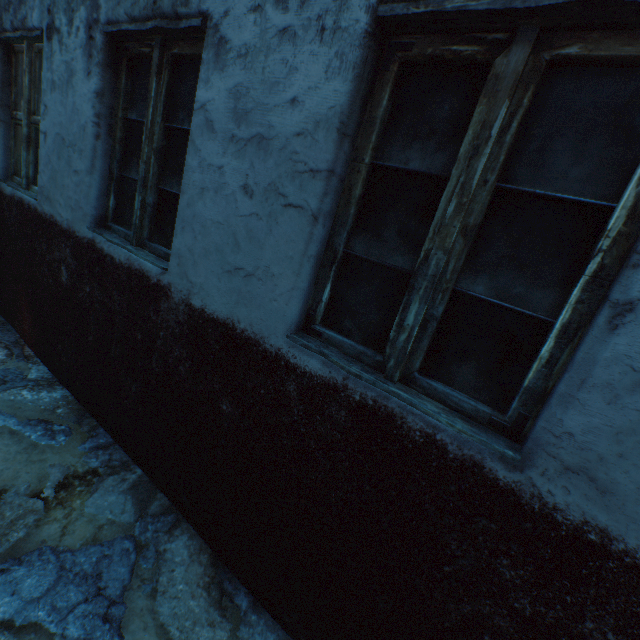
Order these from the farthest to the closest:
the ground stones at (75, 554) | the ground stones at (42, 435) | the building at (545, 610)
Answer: the ground stones at (42, 435) → the ground stones at (75, 554) → the building at (545, 610)

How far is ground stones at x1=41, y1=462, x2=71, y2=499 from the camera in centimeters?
199cm

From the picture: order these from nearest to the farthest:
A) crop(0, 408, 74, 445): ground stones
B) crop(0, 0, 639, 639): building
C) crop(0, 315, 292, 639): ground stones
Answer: crop(0, 0, 639, 639): building, crop(0, 315, 292, 639): ground stones, crop(0, 408, 74, 445): ground stones

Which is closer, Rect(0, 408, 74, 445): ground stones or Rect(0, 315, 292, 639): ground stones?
Rect(0, 315, 292, 639): ground stones

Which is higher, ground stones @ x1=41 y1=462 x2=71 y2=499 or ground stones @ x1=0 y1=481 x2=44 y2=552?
ground stones @ x1=41 y1=462 x2=71 y2=499

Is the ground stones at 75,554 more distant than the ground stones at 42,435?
No

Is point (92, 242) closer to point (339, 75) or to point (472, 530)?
point (339, 75)
